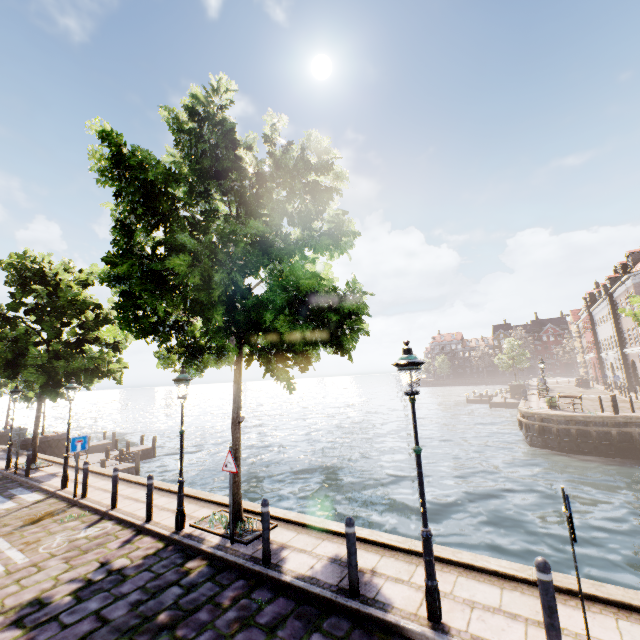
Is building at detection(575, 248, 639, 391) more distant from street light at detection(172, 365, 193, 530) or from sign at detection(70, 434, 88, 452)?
sign at detection(70, 434, 88, 452)

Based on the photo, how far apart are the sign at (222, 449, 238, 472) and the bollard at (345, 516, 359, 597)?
2.8 meters

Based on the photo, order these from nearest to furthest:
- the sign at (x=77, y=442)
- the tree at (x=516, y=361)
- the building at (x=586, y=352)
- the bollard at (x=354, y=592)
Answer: the bollard at (x=354, y=592) < the sign at (x=77, y=442) < the building at (x=586, y=352) < the tree at (x=516, y=361)

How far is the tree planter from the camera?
6.85m

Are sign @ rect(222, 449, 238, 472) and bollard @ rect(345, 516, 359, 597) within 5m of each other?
yes

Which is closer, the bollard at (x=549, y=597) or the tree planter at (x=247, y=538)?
the bollard at (x=549, y=597)

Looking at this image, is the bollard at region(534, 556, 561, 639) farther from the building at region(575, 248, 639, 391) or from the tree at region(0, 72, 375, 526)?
the building at region(575, 248, 639, 391)

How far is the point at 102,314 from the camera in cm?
1738
